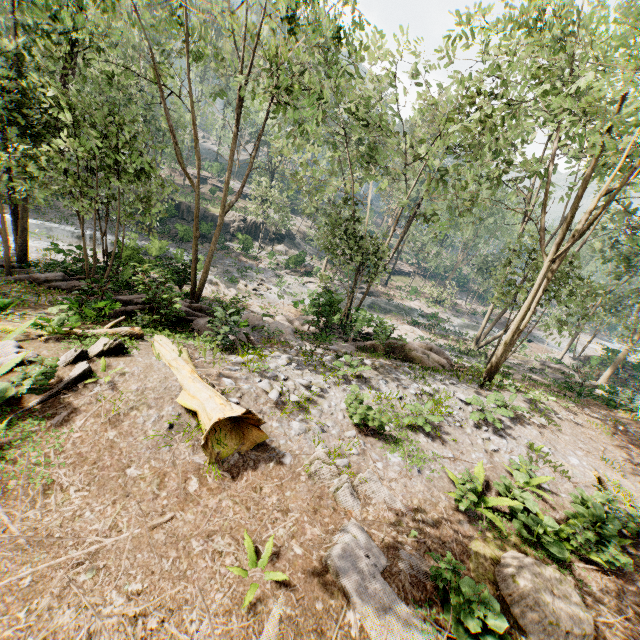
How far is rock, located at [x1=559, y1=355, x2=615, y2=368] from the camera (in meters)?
32.80

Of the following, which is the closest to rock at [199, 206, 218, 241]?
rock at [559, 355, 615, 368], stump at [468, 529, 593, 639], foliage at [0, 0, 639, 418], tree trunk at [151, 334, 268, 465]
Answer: foliage at [0, 0, 639, 418]

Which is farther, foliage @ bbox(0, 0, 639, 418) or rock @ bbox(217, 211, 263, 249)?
rock @ bbox(217, 211, 263, 249)

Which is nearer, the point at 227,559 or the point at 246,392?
the point at 227,559

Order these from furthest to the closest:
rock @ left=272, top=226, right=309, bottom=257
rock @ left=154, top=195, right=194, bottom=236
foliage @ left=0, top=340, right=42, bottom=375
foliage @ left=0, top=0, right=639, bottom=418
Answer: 1. rock @ left=272, top=226, right=309, bottom=257
2. rock @ left=154, top=195, right=194, bottom=236
3. foliage @ left=0, top=0, right=639, bottom=418
4. foliage @ left=0, top=340, right=42, bottom=375

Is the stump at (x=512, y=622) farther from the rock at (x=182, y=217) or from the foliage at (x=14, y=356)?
the rock at (x=182, y=217)

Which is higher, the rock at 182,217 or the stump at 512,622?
the stump at 512,622
